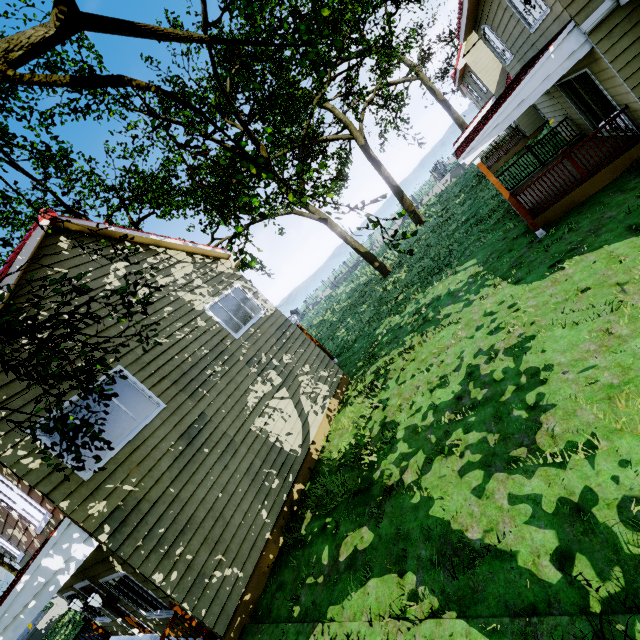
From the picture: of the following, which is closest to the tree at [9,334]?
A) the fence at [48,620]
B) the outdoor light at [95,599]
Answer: the fence at [48,620]

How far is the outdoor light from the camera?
6.9m

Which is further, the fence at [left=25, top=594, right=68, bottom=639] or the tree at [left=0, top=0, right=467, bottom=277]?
the fence at [left=25, top=594, right=68, bottom=639]

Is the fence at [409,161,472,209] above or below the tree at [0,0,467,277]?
below

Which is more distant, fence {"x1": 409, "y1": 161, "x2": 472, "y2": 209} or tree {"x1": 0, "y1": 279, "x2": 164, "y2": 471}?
fence {"x1": 409, "y1": 161, "x2": 472, "y2": 209}

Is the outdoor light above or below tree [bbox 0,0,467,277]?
below

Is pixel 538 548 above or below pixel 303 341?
below
